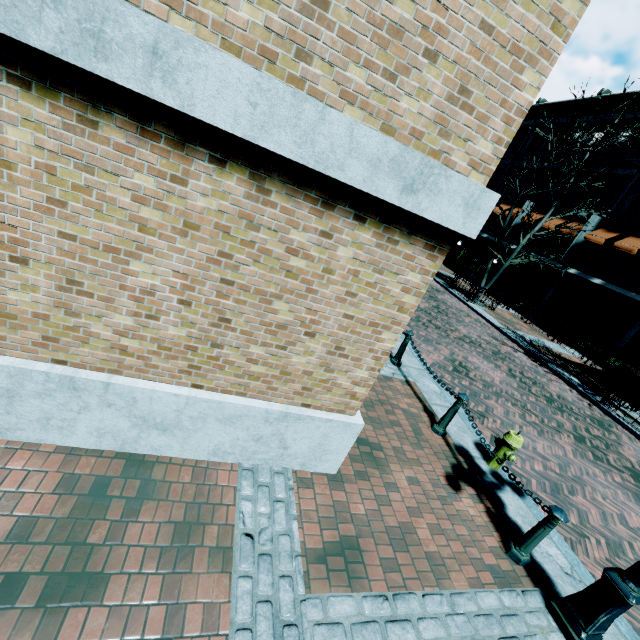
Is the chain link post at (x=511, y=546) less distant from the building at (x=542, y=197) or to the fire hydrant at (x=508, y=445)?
the fire hydrant at (x=508, y=445)

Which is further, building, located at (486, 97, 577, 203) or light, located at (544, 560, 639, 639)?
building, located at (486, 97, 577, 203)

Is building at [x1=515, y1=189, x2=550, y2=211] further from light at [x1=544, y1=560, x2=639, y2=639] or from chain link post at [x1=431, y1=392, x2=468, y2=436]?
chain link post at [x1=431, y1=392, x2=468, y2=436]

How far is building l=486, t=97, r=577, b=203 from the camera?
22.77m

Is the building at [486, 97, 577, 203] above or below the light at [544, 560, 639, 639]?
above

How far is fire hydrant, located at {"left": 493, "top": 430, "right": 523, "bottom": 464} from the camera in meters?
5.1 m

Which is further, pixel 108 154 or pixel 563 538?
pixel 563 538

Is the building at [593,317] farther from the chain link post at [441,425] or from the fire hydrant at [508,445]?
the chain link post at [441,425]
